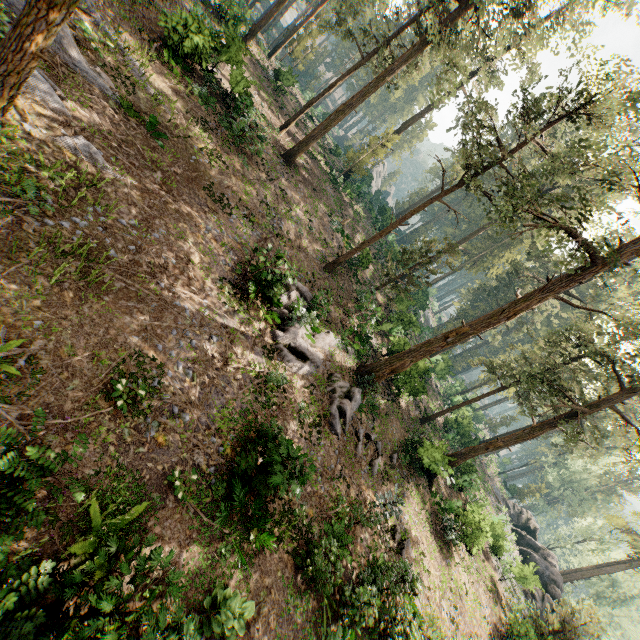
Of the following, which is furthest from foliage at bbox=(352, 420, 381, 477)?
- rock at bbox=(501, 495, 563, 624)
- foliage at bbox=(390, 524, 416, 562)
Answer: foliage at bbox=(390, 524, 416, 562)

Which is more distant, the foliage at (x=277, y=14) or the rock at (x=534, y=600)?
the rock at (x=534, y=600)

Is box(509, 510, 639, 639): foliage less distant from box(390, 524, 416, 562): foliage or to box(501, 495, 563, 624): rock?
box(501, 495, 563, 624): rock

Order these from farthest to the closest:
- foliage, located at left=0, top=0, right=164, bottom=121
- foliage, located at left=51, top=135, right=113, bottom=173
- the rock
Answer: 1. the rock
2. foliage, located at left=51, top=135, right=113, bottom=173
3. foliage, located at left=0, top=0, right=164, bottom=121

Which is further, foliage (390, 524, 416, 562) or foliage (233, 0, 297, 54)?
foliage (233, 0, 297, 54)

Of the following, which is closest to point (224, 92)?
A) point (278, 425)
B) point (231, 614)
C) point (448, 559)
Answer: point (278, 425)

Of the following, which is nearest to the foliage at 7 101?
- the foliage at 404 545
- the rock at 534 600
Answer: the rock at 534 600
